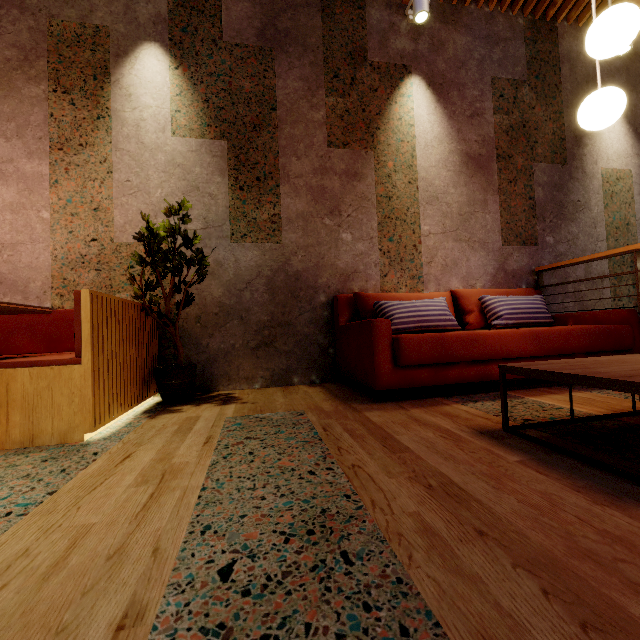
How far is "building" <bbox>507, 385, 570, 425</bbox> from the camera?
1.7 meters

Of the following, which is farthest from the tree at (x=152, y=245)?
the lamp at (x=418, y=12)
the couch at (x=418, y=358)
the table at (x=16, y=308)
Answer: the lamp at (x=418, y=12)

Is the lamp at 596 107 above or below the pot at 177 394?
above

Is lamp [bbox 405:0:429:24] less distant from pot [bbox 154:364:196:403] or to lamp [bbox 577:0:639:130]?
lamp [bbox 577:0:639:130]

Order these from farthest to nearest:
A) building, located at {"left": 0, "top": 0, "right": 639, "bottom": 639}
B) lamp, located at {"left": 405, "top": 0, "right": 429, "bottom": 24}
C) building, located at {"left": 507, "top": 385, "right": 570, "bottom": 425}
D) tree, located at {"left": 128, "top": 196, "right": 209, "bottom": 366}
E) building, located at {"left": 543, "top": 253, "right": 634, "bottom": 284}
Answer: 1. building, located at {"left": 543, "top": 253, "right": 634, "bottom": 284}
2. lamp, located at {"left": 405, "top": 0, "right": 429, "bottom": 24}
3. tree, located at {"left": 128, "top": 196, "right": 209, "bottom": 366}
4. building, located at {"left": 507, "top": 385, "right": 570, "bottom": 425}
5. building, located at {"left": 0, "top": 0, "right": 639, "bottom": 639}

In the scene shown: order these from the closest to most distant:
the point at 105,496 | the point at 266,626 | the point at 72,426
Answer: the point at 266,626, the point at 105,496, the point at 72,426

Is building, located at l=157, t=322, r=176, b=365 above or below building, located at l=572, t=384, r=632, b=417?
above

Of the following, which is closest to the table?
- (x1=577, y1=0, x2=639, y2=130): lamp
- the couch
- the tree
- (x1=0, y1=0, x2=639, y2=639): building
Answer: (x1=0, y1=0, x2=639, y2=639): building
